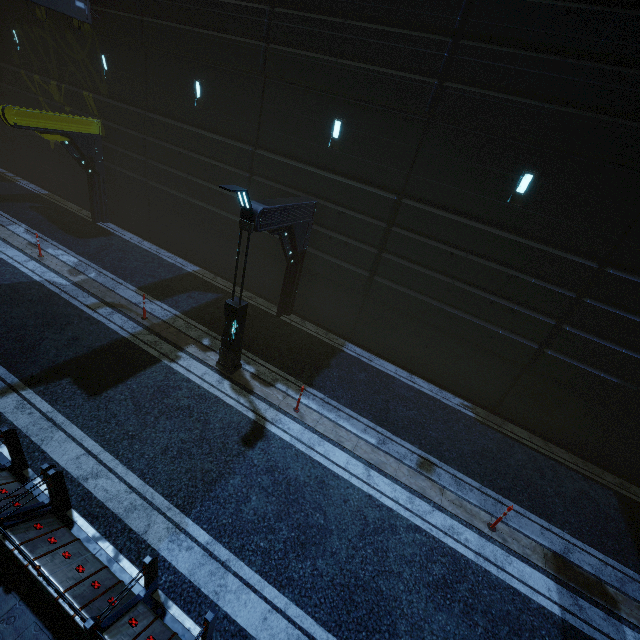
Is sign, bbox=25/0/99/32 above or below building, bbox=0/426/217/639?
above

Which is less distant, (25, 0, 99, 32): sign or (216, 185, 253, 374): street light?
(216, 185, 253, 374): street light

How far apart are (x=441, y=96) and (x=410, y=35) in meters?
1.8

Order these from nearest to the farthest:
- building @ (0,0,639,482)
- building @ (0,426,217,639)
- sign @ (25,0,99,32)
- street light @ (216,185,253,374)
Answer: building @ (0,426,217,639) < street light @ (216,185,253,374) < building @ (0,0,639,482) < sign @ (25,0,99,32)

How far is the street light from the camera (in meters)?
7.50

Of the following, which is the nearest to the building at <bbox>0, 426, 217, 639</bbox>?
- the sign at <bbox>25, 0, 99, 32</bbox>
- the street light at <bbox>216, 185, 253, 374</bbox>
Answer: the sign at <bbox>25, 0, 99, 32</bbox>

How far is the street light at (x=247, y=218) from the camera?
7.5m

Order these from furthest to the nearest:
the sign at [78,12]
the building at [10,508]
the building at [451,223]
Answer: the sign at [78,12], the building at [451,223], the building at [10,508]
